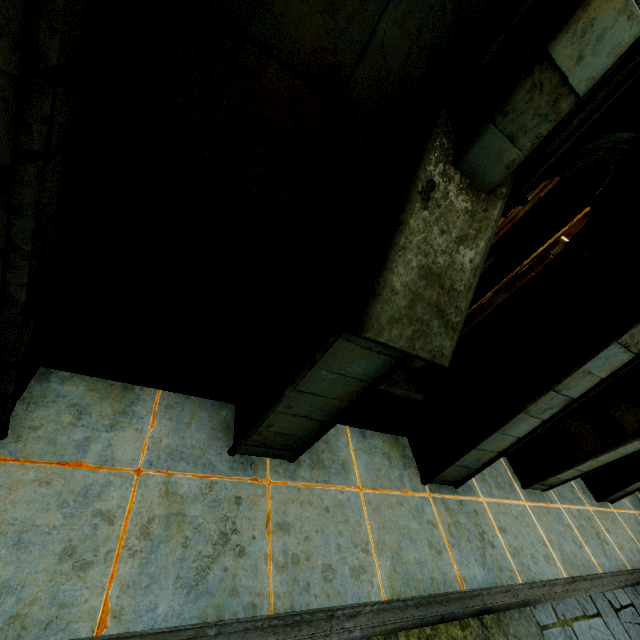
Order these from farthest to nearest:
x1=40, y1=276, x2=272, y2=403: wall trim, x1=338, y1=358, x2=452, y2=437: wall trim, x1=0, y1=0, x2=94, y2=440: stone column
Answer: x1=338, y1=358, x2=452, y2=437: wall trim → x1=40, y1=276, x2=272, y2=403: wall trim → x1=0, y1=0, x2=94, y2=440: stone column

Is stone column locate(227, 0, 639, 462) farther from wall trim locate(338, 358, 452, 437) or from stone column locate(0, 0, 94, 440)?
stone column locate(0, 0, 94, 440)

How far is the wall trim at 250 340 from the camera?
2.3m

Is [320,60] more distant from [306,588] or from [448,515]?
[448,515]

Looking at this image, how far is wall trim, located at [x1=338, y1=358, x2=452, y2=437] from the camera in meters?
3.7 m

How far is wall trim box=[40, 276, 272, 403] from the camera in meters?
2.3

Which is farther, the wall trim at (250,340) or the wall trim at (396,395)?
the wall trim at (396,395)

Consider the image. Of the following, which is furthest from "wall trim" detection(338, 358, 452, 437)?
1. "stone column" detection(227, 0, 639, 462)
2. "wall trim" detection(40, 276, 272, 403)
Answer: "wall trim" detection(40, 276, 272, 403)
